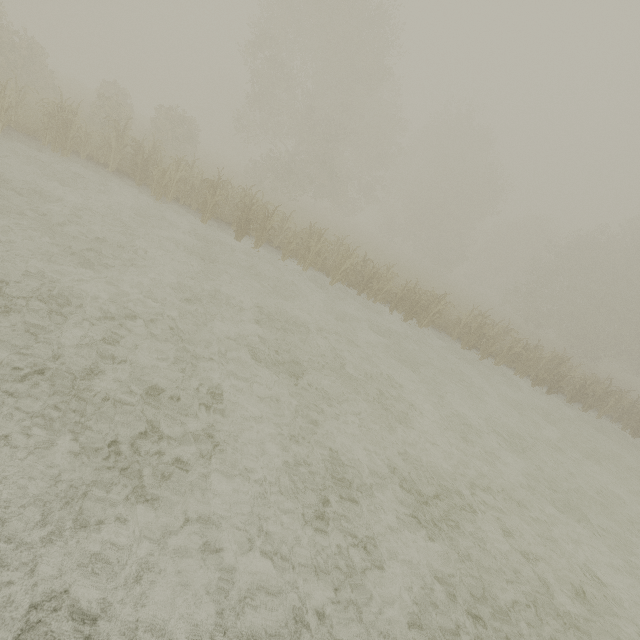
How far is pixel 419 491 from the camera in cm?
575
